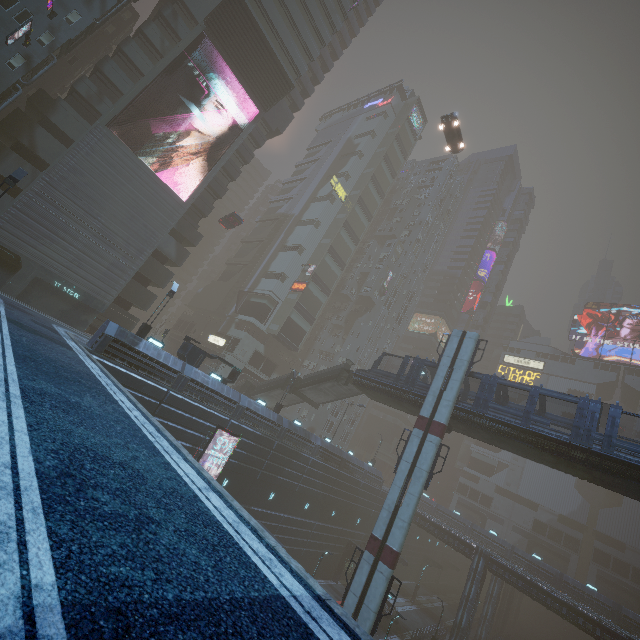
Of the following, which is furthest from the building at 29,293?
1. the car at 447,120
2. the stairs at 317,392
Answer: the car at 447,120

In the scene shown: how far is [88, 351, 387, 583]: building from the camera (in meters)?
22.56

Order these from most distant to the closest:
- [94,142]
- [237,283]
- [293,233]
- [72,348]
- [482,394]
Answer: [237,283] < [293,233] < [94,142] < [482,394] < [72,348]

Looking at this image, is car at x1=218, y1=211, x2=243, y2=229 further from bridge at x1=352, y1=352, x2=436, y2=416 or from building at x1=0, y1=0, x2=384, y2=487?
bridge at x1=352, y1=352, x2=436, y2=416

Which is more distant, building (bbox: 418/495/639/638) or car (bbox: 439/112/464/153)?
building (bbox: 418/495/639/638)

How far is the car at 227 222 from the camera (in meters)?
40.28

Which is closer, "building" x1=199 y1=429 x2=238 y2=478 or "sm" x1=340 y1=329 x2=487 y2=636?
"sm" x1=340 y1=329 x2=487 y2=636

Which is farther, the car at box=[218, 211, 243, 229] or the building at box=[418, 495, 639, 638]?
the building at box=[418, 495, 639, 638]
